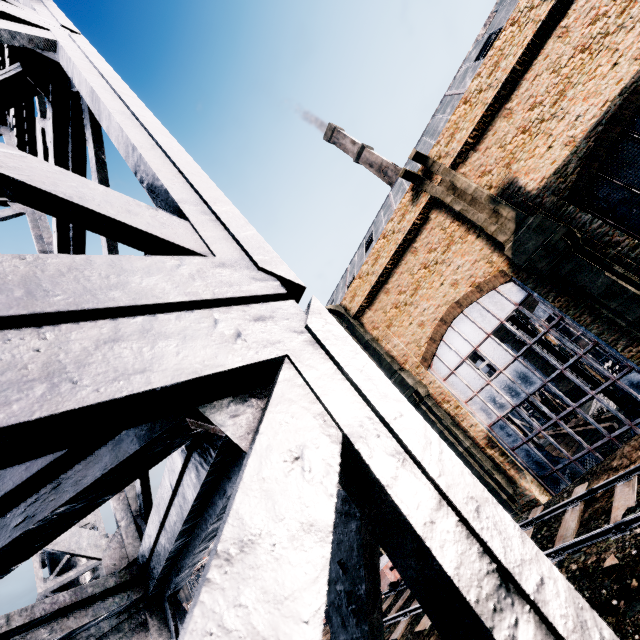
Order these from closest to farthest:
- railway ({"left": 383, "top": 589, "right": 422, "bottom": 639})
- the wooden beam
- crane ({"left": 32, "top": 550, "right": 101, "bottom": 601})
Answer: crane ({"left": 32, "top": 550, "right": 101, "bottom": 601}) → railway ({"left": 383, "top": 589, "right": 422, "bottom": 639}) → the wooden beam

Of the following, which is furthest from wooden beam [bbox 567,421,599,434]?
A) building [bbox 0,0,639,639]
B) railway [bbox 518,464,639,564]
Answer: railway [bbox 518,464,639,564]

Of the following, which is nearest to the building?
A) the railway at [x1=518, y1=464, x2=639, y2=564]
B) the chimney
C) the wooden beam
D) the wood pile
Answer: the railway at [x1=518, y1=464, x2=639, y2=564]

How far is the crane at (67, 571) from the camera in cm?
680

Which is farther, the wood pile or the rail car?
the wood pile

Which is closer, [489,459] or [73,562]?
[73,562]

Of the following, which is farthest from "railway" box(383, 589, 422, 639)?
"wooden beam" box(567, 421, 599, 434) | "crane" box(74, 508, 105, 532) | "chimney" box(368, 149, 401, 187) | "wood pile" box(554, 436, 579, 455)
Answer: "chimney" box(368, 149, 401, 187)

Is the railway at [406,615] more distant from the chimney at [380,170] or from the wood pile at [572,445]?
the chimney at [380,170]
